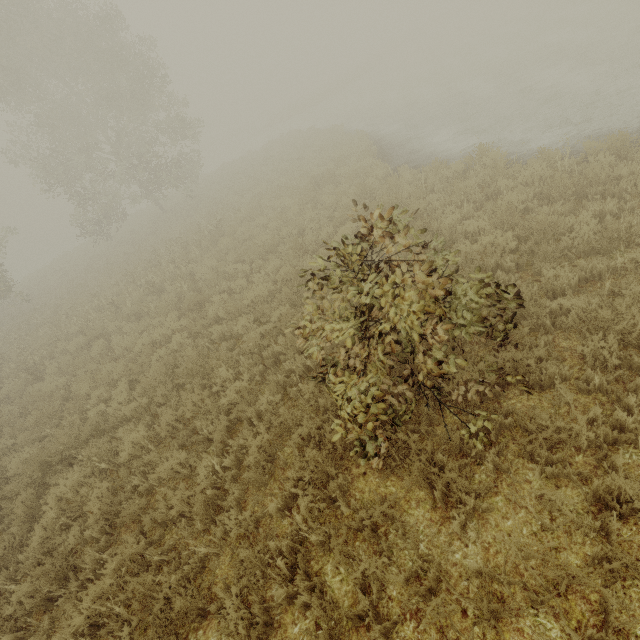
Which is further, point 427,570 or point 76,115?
point 76,115
